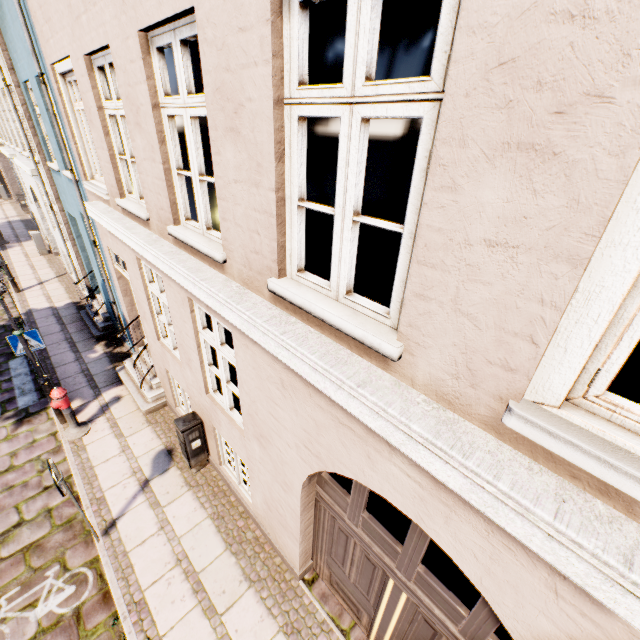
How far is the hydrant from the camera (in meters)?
6.29

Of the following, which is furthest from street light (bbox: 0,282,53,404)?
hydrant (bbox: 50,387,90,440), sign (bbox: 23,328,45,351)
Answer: sign (bbox: 23,328,45,351)

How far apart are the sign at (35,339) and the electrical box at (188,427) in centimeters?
395cm

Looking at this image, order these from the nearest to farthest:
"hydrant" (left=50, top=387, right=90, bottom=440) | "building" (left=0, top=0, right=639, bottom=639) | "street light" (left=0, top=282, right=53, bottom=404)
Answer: "building" (left=0, top=0, right=639, bottom=639)
"street light" (left=0, top=282, right=53, bottom=404)
"hydrant" (left=50, top=387, right=90, bottom=440)

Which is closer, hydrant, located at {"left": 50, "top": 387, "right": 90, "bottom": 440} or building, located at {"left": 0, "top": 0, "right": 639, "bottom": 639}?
building, located at {"left": 0, "top": 0, "right": 639, "bottom": 639}

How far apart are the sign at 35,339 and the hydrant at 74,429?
1.3m

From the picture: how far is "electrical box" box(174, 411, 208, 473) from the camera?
5.6 meters

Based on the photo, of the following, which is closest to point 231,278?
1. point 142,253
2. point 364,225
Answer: point 142,253
